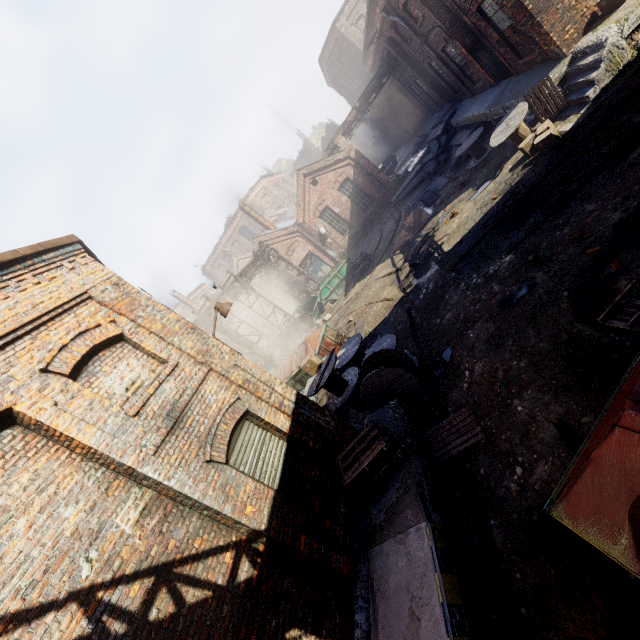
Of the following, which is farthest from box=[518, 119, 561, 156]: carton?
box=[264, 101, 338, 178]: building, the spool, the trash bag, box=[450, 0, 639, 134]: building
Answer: box=[264, 101, 338, 178]: building

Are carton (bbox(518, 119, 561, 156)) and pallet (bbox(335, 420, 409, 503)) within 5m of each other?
no

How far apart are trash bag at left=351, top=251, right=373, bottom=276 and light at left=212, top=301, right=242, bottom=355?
13.26m

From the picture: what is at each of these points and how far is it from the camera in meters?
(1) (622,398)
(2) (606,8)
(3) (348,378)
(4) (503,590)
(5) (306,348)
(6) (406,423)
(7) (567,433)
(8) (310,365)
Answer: (1) trash container, 3.0 m
(2) carton, 9.3 m
(3) spool, 10.2 m
(4) track, 4.3 m
(5) trash container, 14.4 m
(6) building, 6.9 m
(7) track, 4.8 m
(8) carton, 10.1 m

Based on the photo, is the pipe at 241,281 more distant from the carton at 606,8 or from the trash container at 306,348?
the carton at 606,8

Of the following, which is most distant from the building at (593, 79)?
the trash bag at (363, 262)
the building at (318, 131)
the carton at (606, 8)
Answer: the building at (318, 131)

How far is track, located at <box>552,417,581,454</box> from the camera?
4.6m

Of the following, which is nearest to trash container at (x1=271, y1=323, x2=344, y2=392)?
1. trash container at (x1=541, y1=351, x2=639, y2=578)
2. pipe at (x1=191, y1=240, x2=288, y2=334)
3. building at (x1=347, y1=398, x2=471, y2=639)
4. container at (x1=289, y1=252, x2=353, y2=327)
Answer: pipe at (x1=191, y1=240, x2=288, y2=334)
